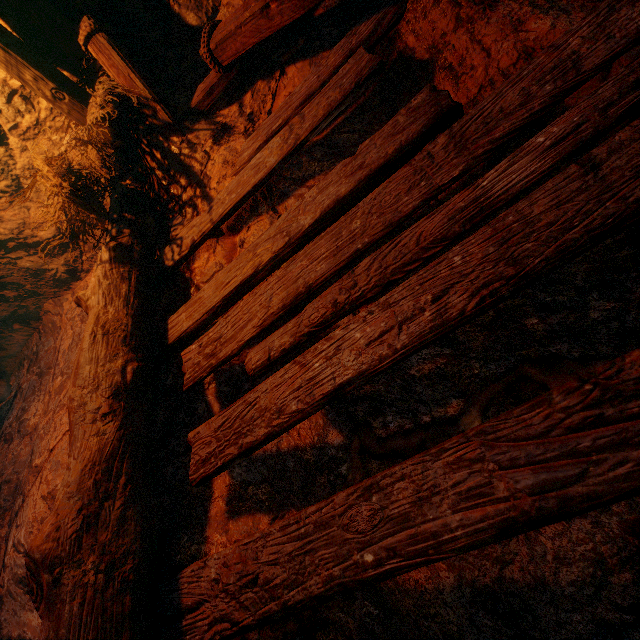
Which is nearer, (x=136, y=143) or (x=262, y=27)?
(x=262, y=27)
